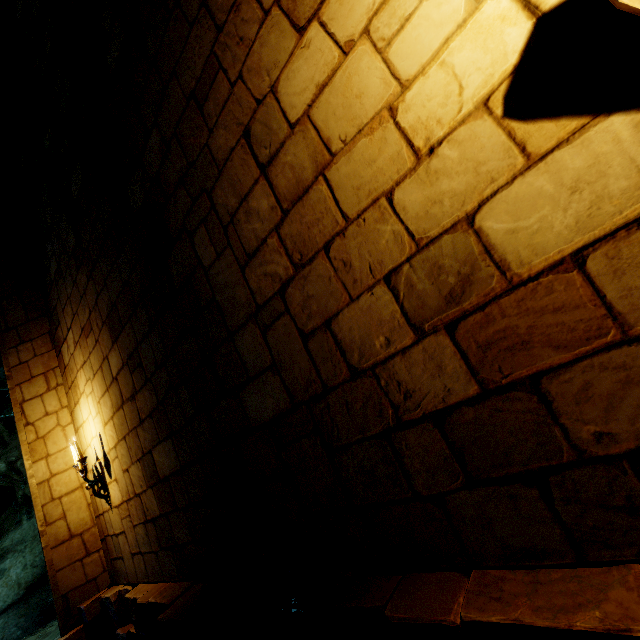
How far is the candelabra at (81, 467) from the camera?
4.4m

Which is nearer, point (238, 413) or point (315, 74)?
point (315, 74)

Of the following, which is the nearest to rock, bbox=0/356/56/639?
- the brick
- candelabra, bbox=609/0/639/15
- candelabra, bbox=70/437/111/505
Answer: candelabra, bbox=609/0/639/15

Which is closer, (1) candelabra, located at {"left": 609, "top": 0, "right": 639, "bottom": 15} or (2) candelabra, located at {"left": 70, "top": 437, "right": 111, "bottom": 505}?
(1) candelabra, located at {"left": 609, "top": 0, "right": 639, "bottom": 15}

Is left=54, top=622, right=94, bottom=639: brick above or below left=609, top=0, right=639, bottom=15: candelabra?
below

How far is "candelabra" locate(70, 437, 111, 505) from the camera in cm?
436

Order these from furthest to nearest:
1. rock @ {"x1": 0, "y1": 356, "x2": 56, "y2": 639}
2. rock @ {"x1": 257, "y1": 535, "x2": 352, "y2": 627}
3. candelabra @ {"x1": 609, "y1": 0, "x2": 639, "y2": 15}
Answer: rock @ {"x1": 0, "y1": 356, "x2": 56, "y2": 639} → rock @ {"x1": 257, "y1": 535, "x2": 352, "y2": 627} → candelabra @ {"x1": 609, "y1": 0, "x2": 639, "y2": 15}

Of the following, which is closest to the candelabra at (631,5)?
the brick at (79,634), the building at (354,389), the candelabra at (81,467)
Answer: the building at (354,389)
